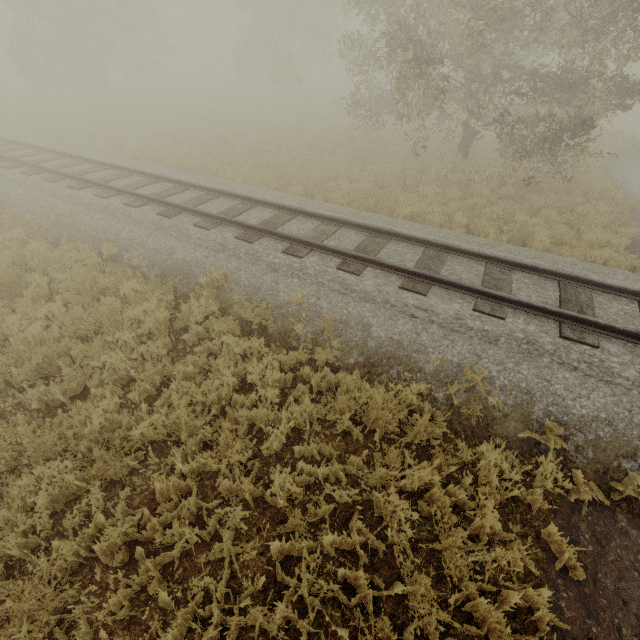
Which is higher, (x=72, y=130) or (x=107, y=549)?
(x=72, y=130)
